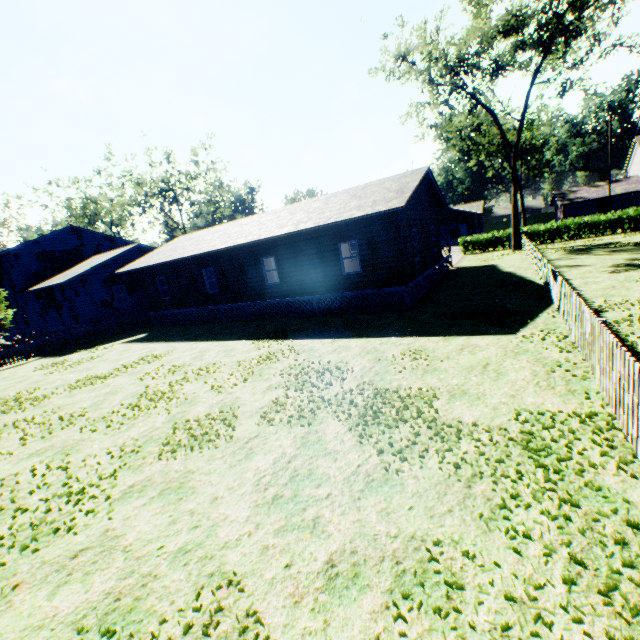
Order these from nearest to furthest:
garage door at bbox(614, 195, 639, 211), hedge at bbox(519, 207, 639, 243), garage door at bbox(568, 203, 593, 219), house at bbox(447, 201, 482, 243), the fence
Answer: the fence → hedge at bbox(519, 207, 639, 243) → garage door at bbox(614, 195, 639, 211) → garage door at bbox(568, 203, 593, 219) → house at bbox(447, 201, 482, 243)

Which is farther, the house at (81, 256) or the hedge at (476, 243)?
the hedge at (476, 243)

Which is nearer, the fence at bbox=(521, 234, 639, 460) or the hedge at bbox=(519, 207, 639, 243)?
the fence at bbox=(521, 234, 639, 460)

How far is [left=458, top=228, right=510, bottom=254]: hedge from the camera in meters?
33.1 m

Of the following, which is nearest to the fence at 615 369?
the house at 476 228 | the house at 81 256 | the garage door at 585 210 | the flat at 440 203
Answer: the flat at 440 203

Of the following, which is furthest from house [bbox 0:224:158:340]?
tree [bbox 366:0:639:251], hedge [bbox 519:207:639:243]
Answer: Result: tree [bbox 366:0:639:251]

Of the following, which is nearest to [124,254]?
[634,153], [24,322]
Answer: [24,322]

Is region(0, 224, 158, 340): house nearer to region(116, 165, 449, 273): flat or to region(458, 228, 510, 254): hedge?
region(116, 165, 449, 273): flat
